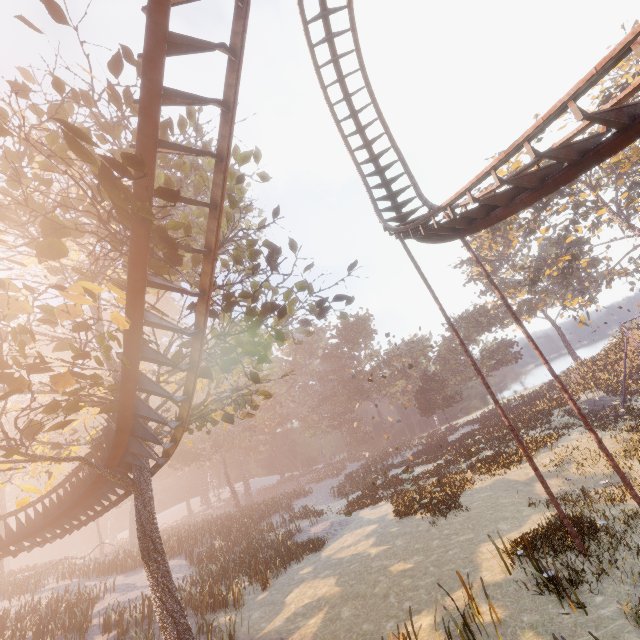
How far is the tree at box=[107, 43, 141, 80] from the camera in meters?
9.2 m

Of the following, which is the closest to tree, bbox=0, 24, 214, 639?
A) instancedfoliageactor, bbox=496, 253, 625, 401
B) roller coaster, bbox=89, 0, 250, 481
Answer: roller coaster, bbox=89, 0, 250, 481

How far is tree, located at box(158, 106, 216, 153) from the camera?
10.2 meters

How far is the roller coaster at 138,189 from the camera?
6.03m

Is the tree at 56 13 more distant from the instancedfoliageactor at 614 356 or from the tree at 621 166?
the instancedfoliageactor at 614 356

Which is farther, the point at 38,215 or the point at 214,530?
the point at 214,530

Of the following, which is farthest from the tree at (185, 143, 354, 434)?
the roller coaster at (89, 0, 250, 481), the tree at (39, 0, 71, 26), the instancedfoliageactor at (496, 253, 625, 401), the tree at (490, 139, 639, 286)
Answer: the instancedfoliageactor at (496, 253, 625, 401)
